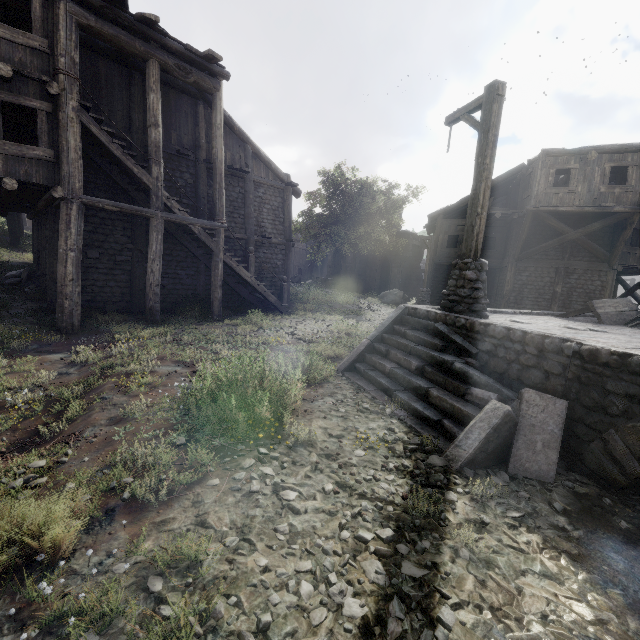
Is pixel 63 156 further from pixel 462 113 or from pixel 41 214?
pixel 462 113

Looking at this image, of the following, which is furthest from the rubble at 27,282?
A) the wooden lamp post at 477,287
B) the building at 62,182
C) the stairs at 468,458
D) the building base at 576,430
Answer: the wooden lamp post at 477,287

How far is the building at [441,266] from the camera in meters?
22.9

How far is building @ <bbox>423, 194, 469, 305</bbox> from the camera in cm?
2291

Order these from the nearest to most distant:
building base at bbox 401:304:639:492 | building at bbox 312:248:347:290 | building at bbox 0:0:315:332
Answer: building base at bbox 401:304:639:492 → building at bbox 0:0:315:332 → building at bbox 312:248:347:290

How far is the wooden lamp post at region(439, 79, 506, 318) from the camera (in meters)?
6.58
